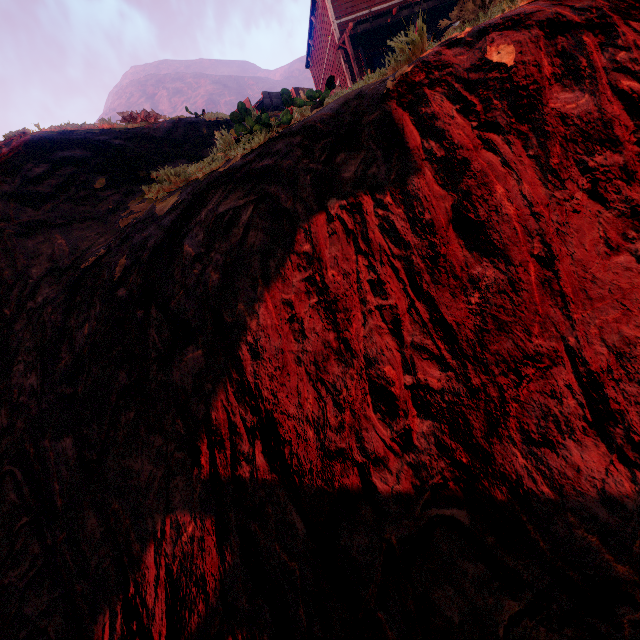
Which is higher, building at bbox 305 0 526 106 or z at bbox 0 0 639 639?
building at bbox 305 0 526 106

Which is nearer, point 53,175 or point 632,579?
point 632,579

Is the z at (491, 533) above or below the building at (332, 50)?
below

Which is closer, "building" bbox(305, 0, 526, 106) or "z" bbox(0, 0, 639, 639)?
"z" bbox(0, 0, 639, 639)

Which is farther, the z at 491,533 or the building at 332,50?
the building at 332,50
